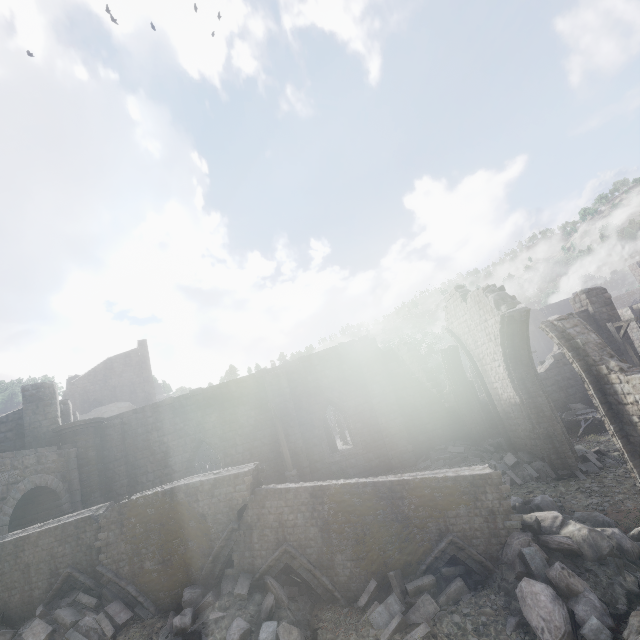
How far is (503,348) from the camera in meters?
11.7

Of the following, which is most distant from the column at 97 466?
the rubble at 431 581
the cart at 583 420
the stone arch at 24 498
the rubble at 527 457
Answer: the cart at 583 420

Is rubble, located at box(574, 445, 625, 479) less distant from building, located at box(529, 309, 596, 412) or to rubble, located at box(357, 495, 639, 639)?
building, located at box(529, 309, 596, 412)

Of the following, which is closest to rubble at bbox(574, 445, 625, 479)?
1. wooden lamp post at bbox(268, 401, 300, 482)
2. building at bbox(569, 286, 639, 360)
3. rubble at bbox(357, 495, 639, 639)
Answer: building at bbox(569, 286, 639, 360)

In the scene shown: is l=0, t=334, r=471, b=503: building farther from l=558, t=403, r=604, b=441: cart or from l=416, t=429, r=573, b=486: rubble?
l=558, t=403, r=604, b=441: cart

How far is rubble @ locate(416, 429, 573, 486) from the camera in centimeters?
1098cm

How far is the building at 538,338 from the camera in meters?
17.9 m

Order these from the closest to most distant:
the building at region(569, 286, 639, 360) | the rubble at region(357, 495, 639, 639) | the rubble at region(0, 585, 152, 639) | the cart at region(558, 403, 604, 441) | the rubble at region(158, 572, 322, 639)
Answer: the rubble at region(357, 495, 639, 639) → the rubble at region(158, 572, 322, 639) → the rubble at region(0, 585, 152, 639) → the cart at region(558, 403, 604, 441) → the building at region(569, 286, 639, 360)
